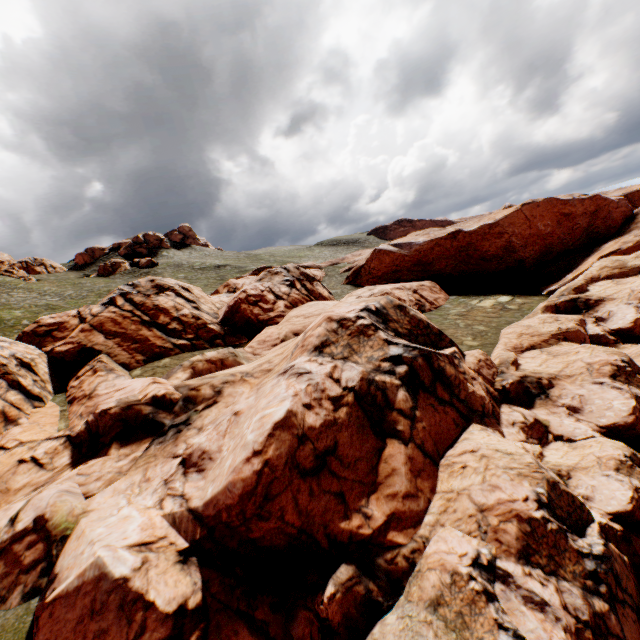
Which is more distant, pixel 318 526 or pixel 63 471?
pixel 63 471
